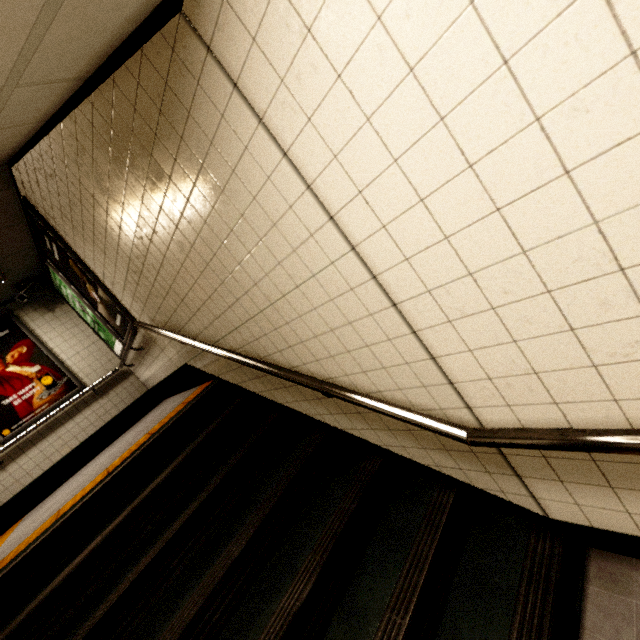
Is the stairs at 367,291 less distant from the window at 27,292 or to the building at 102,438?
the building at 102,438

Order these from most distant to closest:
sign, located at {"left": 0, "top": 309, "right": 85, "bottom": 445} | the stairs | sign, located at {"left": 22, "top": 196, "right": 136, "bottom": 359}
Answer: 1. sign, located at {"left": 0, "top": 309, "right": 85, "bottom": 445}
2. sign, located at {"left": 22, "top": 196, "right": 136, "bottom": 359}
3. the stairs

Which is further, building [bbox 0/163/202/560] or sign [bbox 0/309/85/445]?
sign [bbox 0/309/85/445]

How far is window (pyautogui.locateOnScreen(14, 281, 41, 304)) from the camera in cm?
512

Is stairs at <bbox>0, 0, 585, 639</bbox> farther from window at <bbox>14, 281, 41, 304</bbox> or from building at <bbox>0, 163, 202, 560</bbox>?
window at <bbox>14, 281, 41, 304</bbox>

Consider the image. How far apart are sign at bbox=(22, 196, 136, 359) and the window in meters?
1.1

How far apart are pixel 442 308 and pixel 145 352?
4.4 meters

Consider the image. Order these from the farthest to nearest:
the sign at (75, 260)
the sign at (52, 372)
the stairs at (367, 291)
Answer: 1. the sign at (52, 372)
2. the sign at (75, 260)
3. the stairs at (367, 291)
